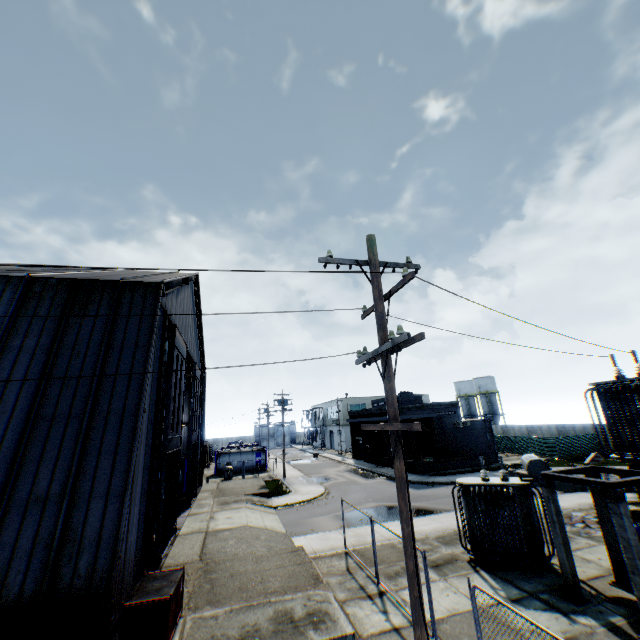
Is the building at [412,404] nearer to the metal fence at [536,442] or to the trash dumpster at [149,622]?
the metal fence at [536,442]

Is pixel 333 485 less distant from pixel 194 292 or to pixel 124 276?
pixel 194 292

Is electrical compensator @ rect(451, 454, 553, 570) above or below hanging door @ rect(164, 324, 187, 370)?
below

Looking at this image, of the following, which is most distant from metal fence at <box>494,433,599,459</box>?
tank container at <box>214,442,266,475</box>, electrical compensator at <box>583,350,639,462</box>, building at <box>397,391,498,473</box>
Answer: tank container at <box>214,442,266,475</box>

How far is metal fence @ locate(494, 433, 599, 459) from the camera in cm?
3766

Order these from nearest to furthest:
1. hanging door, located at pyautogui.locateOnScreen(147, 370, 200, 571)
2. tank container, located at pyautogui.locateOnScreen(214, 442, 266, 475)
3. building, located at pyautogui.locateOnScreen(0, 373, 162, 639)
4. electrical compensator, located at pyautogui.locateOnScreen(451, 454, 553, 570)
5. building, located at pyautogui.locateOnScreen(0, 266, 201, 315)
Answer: building, located at pyautogui.locateOnScreen(0, 373, 162, 639)
building, located at pyautogui.locateOnScreen(0, 266, 201, 315)
electrical compensator, located at pyautogui.locateOnScreen(451, 454, 553, 570)
hanging door, located at pyautogui.locateOnScreen(147, 370, 200, 571)
tank container, located at pyautogui.locateOnScreen(214, 442, 266, 475)

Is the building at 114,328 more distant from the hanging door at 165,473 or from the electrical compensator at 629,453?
the electrical compensator at 629,453

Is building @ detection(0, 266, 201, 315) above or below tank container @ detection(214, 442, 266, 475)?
above
